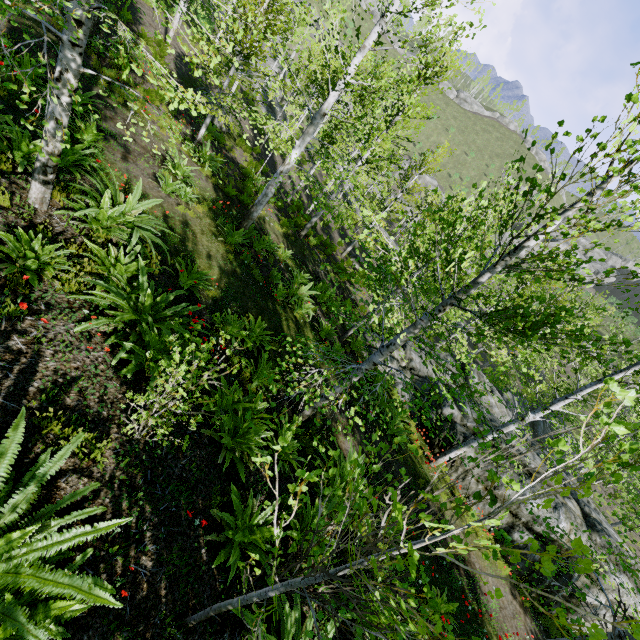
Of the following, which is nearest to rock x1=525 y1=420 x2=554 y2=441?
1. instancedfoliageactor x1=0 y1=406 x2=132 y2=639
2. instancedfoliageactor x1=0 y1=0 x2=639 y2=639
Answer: instancedfoliageactor x1=0 y1=0 x2=639 y2=639

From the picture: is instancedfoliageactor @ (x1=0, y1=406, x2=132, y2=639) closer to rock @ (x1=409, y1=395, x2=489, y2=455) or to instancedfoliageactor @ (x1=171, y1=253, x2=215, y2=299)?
instancedfoliageactor @ (x1=171, y1=253, x2=215, y2=299)

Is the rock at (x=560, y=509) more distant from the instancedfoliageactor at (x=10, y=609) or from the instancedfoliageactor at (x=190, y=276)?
the instancedfoliageactor at (x=10, y=609)

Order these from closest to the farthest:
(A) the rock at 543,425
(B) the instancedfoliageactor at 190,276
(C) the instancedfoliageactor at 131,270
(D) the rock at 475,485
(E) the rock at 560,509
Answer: (C) the instancedfoliageactor at 131,270 → (B) the instancedfoliageactor at 190,276 → (E) the rock at 560,509 → (D) the rock at 475,485 → (A) the rock at 543,425

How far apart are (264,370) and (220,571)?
3.4 meters

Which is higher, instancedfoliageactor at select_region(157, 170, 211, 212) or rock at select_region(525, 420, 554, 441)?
instancedfoliageactor at select_region(157, 170, 211, 212)

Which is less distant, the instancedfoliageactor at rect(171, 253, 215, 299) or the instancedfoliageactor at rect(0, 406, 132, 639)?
the instancedfoliageactor at rect(0, 406, 132, 639)
